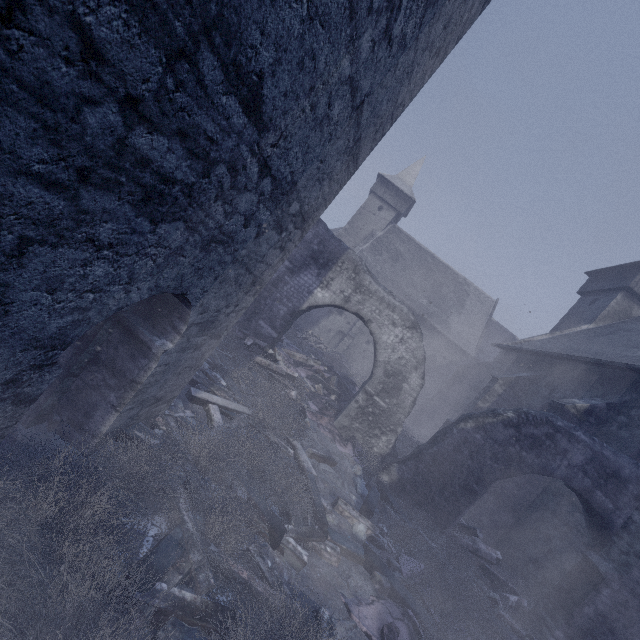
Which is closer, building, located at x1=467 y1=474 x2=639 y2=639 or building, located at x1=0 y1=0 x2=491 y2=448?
building, located at x1=0 y1=0 x2=491 y2=448

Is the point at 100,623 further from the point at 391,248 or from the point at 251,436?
the point at 391,248

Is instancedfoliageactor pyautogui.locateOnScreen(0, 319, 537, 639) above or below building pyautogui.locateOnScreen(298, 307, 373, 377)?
below

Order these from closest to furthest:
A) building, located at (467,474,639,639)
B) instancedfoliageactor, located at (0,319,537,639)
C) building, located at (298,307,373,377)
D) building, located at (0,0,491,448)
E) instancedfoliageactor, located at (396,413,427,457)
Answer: building, located at (0,0,491,448) < instancedfoliageactor, located at (0,319,537,639) < building, located at (467,474,639,639) < instancedfoliageactor, located at (396,413,427,457) < building, located at (298,307,373,377)

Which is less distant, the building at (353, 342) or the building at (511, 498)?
the building at (511, 498)

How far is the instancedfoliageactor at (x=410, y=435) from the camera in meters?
11.9

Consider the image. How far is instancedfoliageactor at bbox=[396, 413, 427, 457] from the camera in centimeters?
1189cm
